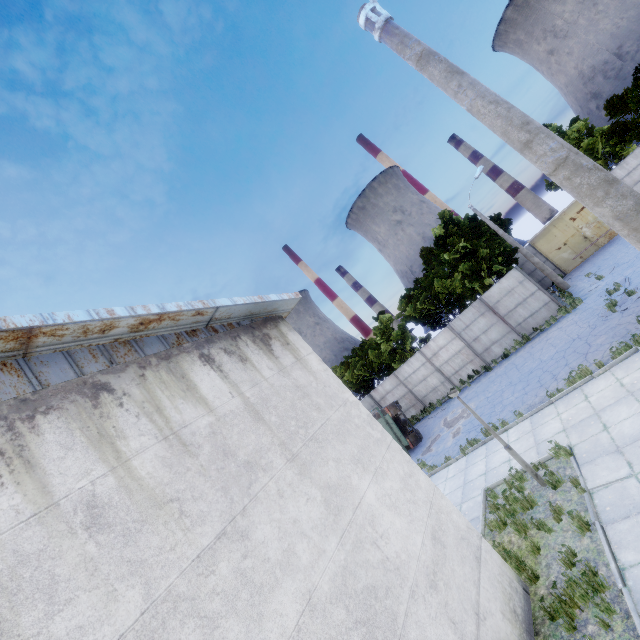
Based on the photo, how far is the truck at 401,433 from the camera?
18.9m

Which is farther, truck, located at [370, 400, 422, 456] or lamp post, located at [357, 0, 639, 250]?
truck, located at [370, 400, 422, 456]

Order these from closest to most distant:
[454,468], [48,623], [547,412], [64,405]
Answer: [48,623], [64,405], [547,412], [454,468]

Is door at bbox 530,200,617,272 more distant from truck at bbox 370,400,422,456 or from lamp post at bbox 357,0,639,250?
lamp post at bbox 357,0,639,250

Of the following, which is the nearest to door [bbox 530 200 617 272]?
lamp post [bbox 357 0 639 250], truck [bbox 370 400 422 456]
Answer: → truck [bbox 370 400 422 456]

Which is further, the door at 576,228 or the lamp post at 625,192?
the door at 576,228

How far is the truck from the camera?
18.94m

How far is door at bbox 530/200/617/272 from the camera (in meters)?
24.16
